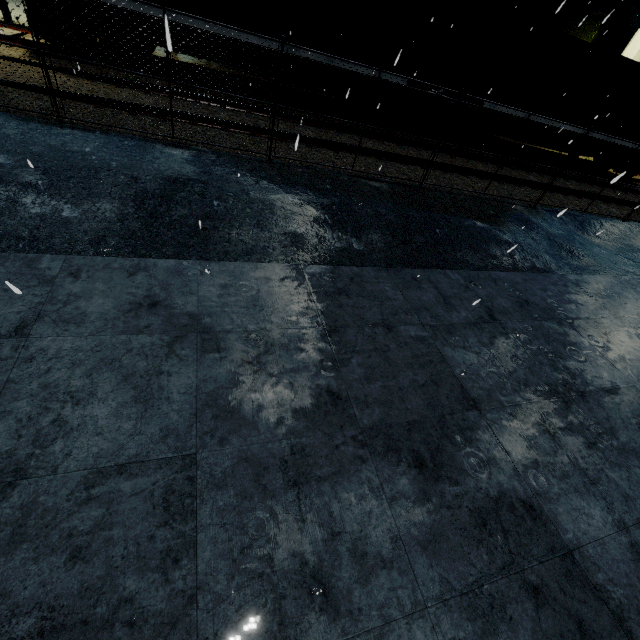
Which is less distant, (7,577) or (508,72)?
(7,577)

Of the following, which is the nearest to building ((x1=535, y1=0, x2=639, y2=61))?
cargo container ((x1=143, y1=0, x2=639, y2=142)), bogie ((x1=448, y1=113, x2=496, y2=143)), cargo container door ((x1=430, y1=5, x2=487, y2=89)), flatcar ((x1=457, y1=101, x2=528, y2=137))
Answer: cargo container ((x1=143, y1=0, x2=639, y2=142))

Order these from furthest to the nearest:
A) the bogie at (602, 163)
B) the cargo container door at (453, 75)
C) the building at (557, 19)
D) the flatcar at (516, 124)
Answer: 1. the building at (557, 19)
2. the bogie at (602, 163)
3. the flatcar at (516, 124)
4. the cargo container door at (453, 75)

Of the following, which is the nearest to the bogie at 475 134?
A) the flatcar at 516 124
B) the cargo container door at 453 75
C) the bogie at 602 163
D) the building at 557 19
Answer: the flatcar at 516 124

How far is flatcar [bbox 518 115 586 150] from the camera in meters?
13.4

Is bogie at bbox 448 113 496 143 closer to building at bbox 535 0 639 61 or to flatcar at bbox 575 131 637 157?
flatcar at bbox 575 131 637 157

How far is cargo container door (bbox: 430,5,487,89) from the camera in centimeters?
1112cm
